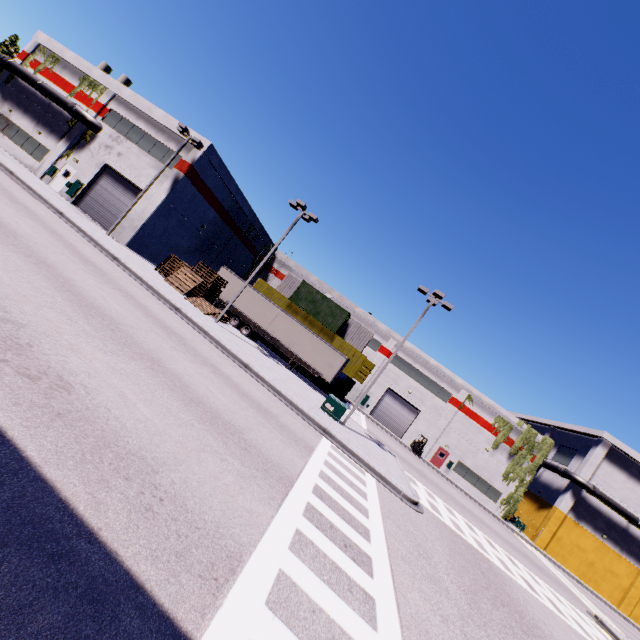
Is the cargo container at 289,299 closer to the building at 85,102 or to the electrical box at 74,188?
the building at 85,102

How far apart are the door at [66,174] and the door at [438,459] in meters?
Answer: 47.7

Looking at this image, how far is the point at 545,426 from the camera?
51.0m

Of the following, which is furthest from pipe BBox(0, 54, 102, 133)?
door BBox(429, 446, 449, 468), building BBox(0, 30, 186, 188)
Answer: door BBox(429, 446, 449, 468)

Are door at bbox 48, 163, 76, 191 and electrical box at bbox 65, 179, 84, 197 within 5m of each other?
yes

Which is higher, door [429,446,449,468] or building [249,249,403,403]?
building [249,249,403,403]

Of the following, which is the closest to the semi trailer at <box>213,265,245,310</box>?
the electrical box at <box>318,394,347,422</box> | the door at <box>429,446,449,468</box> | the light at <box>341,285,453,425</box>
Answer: the electrical box at <box>318,394,347,422</box>

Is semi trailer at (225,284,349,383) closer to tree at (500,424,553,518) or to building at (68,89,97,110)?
building at (68,89,97,110)
